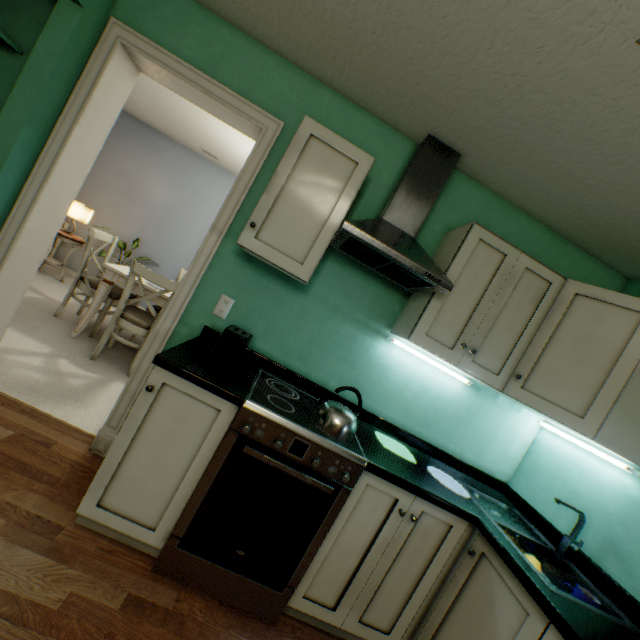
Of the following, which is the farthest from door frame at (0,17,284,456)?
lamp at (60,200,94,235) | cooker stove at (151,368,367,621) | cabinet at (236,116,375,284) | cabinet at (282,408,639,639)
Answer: lamp at (60,200,94,235)

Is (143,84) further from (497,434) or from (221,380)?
(497,434)

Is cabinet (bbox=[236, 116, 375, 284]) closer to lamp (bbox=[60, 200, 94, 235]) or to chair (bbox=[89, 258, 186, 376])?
chair (bbox=[89, 258, 186, 376])

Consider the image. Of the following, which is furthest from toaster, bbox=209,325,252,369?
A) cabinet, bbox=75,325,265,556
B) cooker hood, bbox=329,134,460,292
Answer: cooker hood, bbox=329,134,460,292

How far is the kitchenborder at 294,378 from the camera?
1.9 meters

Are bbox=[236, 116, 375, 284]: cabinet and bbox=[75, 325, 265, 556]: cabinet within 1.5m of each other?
yes

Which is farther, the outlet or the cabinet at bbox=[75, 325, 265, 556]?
the outlet

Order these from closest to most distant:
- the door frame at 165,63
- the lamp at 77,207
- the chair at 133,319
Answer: the door frame at 165,63
the chair at 133,319
the lamp at 77,207
